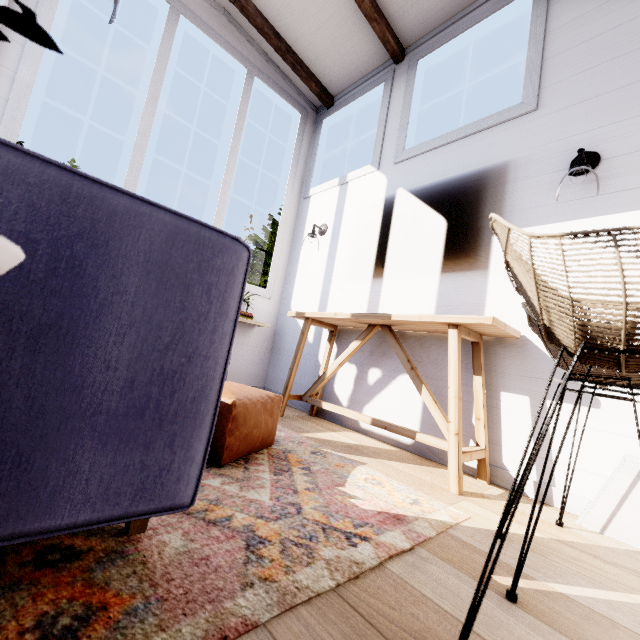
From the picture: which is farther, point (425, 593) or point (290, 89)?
point (290, 89)

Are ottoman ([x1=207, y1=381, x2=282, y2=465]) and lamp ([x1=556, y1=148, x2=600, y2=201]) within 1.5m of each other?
no

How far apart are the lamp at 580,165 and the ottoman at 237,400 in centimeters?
213cm

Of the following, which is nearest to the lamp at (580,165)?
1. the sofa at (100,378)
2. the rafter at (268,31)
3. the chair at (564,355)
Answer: the chair at (564,355)

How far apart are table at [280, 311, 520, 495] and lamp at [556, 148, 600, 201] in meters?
1.0 m

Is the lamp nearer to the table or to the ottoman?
the table

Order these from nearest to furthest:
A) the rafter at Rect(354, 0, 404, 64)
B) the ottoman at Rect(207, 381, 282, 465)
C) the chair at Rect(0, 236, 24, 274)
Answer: the chair at Rect(0, 236, 24, 274) → the ottoman at Rect(207, 381, 282, 465) → the rafter at Rect(354, 0, 404, 64)

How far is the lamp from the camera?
1.8m
